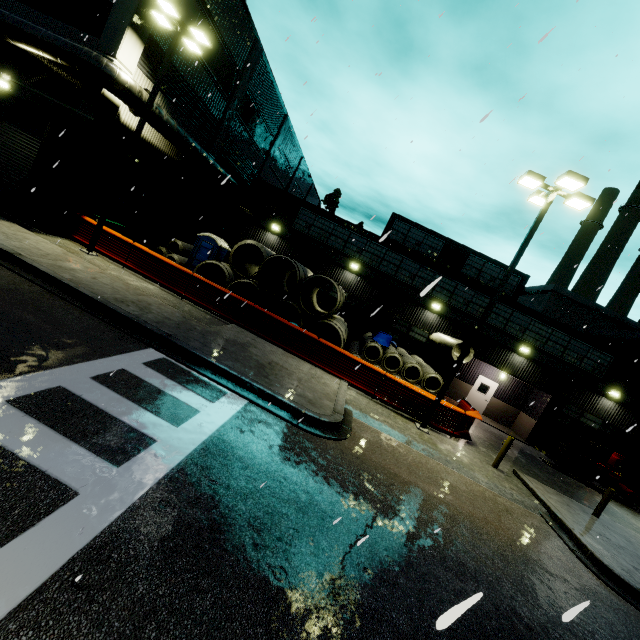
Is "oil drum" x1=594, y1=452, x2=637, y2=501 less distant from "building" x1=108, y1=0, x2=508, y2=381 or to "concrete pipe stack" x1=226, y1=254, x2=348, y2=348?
"building" x1=108, y1=0, x2=508, y2=381

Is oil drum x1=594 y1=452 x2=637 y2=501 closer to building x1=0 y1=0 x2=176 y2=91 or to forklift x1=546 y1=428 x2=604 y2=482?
building x1=0 y1=0 x2=176 y2=91

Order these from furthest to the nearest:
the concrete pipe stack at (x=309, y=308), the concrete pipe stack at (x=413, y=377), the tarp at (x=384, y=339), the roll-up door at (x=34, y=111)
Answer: the tarp at (x=384, y=339)
the concrete pipe stack at (x=413, y=377)
the concrete pipe stack at (x=309, y=308)
the roll-up door at (x=34, y=111)

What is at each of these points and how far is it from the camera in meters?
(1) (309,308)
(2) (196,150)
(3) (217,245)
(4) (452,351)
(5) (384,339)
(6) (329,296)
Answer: (1) concrete pipe stack, 16.3
(2) vent duct, 17.5
(3) portable restroom, 18.7
(4) concrete pipe, 15.9
(5) tarp, 16.7
(6) building, 22.0

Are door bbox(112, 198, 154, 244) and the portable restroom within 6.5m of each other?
yes

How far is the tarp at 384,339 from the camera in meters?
16.4

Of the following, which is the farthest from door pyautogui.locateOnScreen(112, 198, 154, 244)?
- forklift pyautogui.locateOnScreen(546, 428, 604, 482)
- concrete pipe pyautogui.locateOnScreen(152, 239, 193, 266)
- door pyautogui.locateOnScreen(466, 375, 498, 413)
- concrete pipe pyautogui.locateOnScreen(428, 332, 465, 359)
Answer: door pyautogui.locateOnScreen(466, 375, 498, 413)

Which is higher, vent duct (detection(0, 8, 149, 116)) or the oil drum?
vent duct (detection(0, 8, 149, 116))
